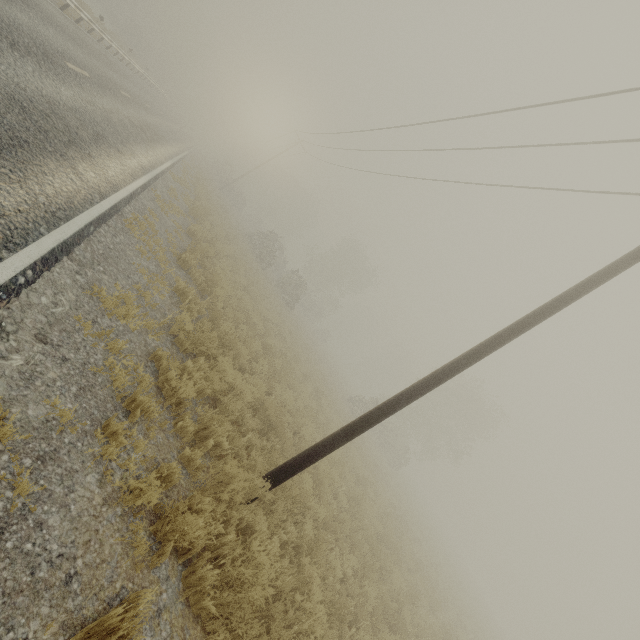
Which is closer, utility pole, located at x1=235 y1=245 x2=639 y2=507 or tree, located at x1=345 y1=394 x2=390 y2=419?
utility pole, located at x1=235 y1=245 x2=639 y2=507

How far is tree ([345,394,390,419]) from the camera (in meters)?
28.62

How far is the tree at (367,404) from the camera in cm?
2862

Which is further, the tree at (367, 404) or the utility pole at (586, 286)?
the tree at (367, 404)

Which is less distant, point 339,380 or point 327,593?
point 327,593
